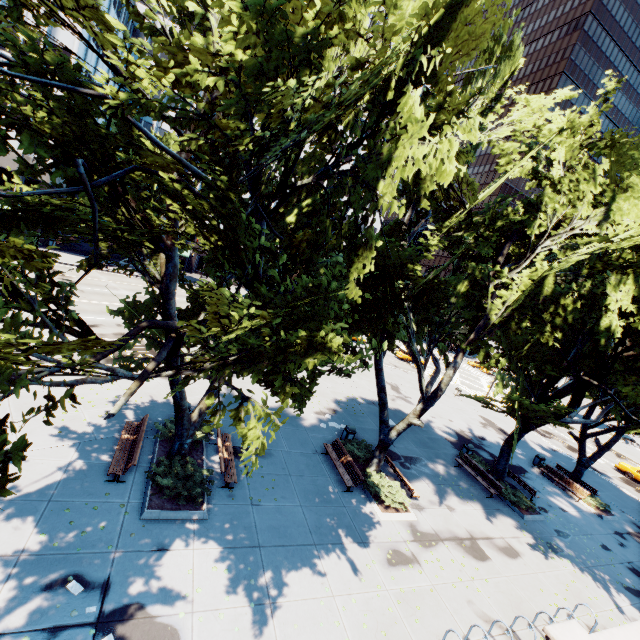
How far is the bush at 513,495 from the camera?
18.1m

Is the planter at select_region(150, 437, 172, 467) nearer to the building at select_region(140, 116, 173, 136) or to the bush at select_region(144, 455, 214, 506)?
the bush at select_region(144, 455, 214, 506)

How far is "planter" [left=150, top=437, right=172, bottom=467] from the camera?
11.86m

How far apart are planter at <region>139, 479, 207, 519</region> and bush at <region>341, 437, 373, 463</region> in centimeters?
747cm

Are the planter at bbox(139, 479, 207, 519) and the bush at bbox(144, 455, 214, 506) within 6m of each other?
yes

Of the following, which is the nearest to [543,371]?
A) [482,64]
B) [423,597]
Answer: [423,597]

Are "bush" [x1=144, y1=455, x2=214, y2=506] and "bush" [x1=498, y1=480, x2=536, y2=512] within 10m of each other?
no

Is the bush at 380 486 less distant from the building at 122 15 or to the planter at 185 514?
the planter at 185 514
